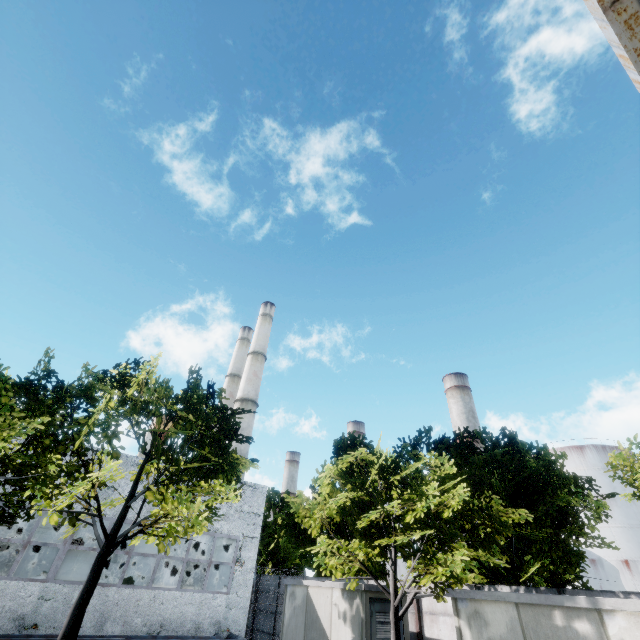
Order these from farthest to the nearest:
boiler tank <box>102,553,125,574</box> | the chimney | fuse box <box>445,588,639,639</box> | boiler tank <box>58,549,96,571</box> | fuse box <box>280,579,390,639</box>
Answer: the chimney → boiler tank <box>102,553,125,574</box> → boiler tank <box>58,549,96,571</box> → fuse box <box>280,579,390,639</box> → fuse box <box>445,588,639,639</box>

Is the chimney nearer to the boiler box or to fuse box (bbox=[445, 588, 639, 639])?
the boiler box

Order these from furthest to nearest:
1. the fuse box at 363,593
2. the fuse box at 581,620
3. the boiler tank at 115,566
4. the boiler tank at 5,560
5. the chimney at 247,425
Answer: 1. the chimney at 247,425
2. the boiler tank at 115,566
3. the boiler tank at 5,560
4. the fuse box at 363,593
5. the fuse box at 581,620

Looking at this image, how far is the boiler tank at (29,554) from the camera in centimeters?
1928cm

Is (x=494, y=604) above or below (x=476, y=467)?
below

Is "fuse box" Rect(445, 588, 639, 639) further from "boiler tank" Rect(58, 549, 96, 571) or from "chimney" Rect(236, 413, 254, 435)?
"chimney" Rect(236, 413, 254, 435)

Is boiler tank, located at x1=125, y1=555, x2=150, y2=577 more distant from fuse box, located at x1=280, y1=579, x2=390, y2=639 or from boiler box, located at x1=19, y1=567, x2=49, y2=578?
fuse box, located at x1=280, y1=579, x2=390, y2=639

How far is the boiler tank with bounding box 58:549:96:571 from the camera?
20.7m
